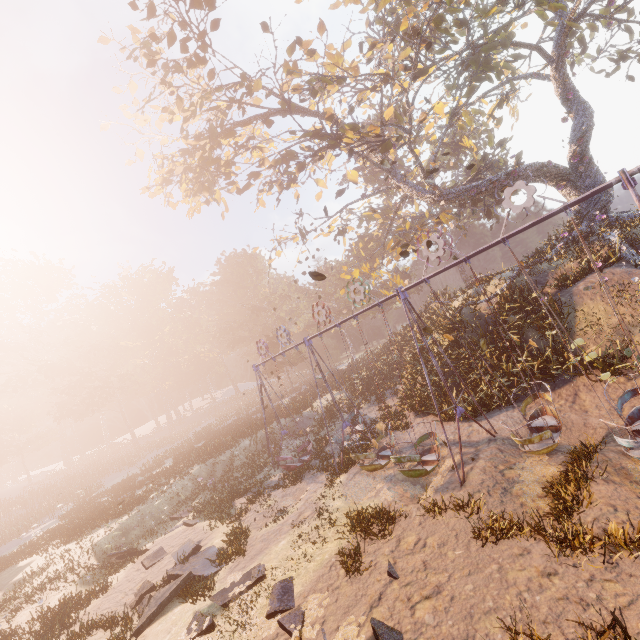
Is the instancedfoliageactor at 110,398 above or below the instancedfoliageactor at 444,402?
above

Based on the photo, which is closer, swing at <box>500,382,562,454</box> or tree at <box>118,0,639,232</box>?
swing at <box>500,382,562,454</box>

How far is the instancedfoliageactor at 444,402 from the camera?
15.12m

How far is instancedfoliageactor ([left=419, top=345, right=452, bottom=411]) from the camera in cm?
1512

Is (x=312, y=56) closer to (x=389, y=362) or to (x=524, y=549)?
(x=524, y=549)

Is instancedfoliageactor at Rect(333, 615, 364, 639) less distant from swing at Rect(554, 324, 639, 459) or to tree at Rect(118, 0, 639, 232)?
swing at Rect(554, 324, 639, 459)

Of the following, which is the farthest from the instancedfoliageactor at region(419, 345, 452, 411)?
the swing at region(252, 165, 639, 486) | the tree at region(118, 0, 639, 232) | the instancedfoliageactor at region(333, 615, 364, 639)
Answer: the instancedfoliageactor at region(333, 615, 364, 639)

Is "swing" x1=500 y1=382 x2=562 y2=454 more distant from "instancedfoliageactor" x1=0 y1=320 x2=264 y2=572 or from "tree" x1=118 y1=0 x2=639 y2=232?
"instancedfoliageactor" x1=0 y1=320 x2=264 y2=572
